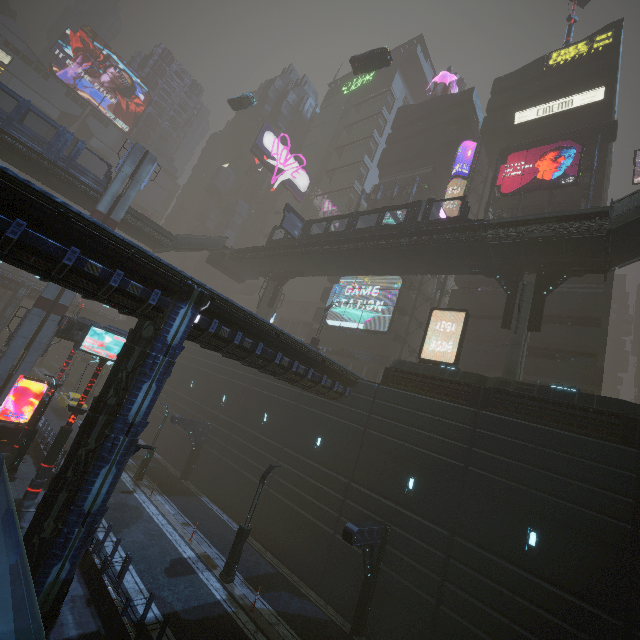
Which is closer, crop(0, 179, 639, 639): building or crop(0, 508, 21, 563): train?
crop(0, 508, 21, 563): train

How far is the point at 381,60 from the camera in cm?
3216

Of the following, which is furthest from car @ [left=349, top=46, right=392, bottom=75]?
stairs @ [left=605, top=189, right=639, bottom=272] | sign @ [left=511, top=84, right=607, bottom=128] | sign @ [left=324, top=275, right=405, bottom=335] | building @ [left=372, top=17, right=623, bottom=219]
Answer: sign @ [left=324, top=275, right=405, bottom=335]

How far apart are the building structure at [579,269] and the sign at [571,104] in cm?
2271

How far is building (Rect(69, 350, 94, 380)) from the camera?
46.44m

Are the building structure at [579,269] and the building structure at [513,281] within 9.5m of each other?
yes

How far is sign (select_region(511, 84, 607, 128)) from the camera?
31.2 meters

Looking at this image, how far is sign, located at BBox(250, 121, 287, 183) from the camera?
56.06m
